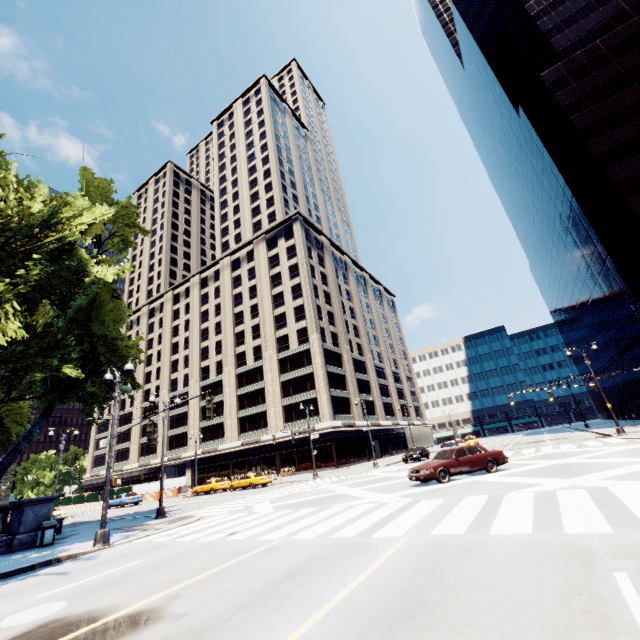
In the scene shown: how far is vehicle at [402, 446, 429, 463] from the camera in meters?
33.7

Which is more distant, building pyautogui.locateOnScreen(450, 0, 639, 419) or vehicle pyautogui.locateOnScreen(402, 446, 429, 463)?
vehicle pyautogui.locateOnScreen(402, 446, 429, 463)

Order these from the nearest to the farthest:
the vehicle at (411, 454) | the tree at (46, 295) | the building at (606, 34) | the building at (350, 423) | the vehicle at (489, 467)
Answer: the tree at (46, 295) < the vehicle at (489, 467) < the building at (606, 34) < the vehicle at (411, 454) < the building at (350, 423)

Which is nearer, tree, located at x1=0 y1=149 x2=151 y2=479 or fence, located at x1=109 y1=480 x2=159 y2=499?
tree, located at x1=0 y1=149 x2=151 y2=479

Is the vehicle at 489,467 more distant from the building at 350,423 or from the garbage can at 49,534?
the building at 350,423

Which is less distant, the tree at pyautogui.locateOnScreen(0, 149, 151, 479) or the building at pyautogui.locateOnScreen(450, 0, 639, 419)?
the tree at pyautogui.locateOnScreen(0, 149, 151, 479)

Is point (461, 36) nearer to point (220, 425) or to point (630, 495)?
point (630, 495)

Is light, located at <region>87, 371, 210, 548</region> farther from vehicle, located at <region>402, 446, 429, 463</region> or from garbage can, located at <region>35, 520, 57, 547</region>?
vehicle, located at <region>402, 446, 429, 463</region>
